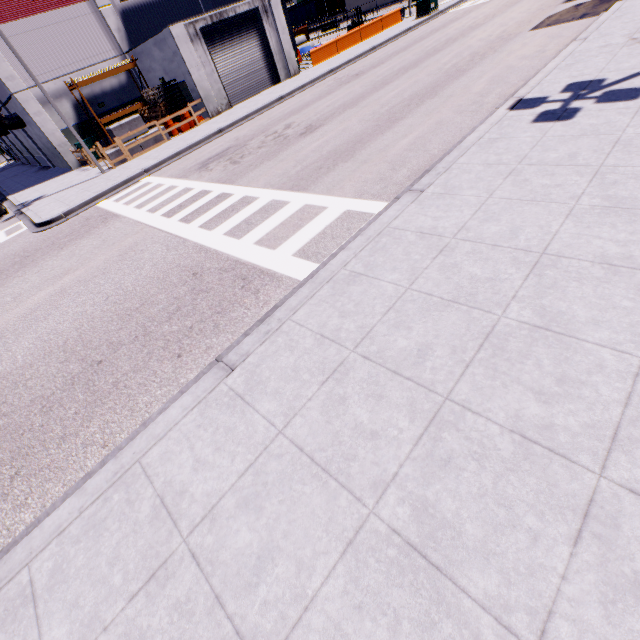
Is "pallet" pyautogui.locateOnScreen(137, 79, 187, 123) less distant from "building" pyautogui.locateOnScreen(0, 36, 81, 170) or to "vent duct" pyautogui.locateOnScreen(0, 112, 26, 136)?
"building" pyautogui.locateOnScreen(0, 36, 81, 170)

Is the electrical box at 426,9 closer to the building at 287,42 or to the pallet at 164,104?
the building at 287,42

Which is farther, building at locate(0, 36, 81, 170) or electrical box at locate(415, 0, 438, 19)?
electrical box at locate(415, 0, 438, 19)

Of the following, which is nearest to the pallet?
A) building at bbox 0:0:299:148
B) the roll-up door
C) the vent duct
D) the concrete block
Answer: building at bbox 0:0:299:148

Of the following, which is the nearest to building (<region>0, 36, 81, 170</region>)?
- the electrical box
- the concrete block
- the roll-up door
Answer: the roll-up door

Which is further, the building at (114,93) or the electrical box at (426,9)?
the electrical box at (426,9)

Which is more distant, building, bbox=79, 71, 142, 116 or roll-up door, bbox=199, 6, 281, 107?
building, bbox=79, 71, 142, 116

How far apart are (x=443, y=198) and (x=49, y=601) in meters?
7.5 m
